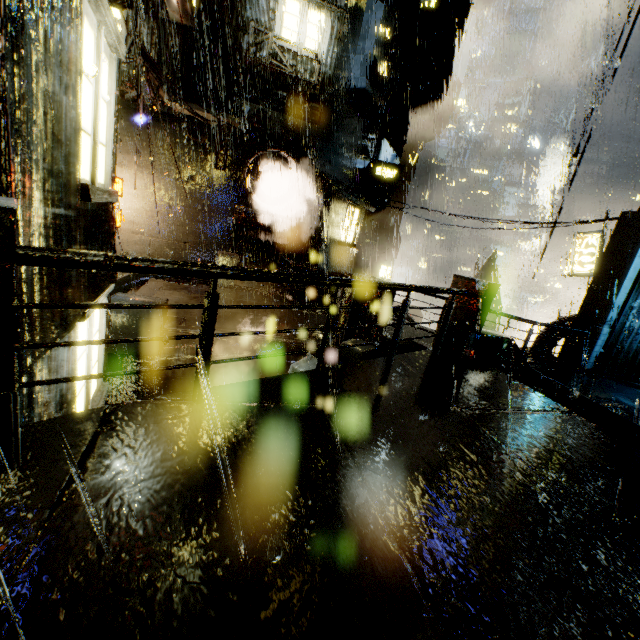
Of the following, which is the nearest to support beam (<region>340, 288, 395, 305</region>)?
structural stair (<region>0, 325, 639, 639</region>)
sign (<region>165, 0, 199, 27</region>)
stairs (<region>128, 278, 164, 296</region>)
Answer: structural stair (<region>0, 325, 639, 639</region>)

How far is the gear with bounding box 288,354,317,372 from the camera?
5.13m

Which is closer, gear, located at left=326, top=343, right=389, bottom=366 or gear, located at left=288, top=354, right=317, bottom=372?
gear, located at left=288, top=354, right=317, bottom=372

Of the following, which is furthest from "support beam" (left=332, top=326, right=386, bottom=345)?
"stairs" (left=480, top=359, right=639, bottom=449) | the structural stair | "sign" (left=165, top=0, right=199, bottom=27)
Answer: "sign" (left=165, top=0, right=199, bottom=27)

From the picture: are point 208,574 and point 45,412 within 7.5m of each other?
yes

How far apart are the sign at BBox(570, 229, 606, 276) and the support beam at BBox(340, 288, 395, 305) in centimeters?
1429cm

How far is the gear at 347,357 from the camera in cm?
566

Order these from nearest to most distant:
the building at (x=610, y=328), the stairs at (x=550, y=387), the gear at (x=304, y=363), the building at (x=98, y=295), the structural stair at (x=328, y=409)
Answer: the structural stair at (x=328, y=409) < the building at (x=98, y=295) < the stairs at (x=550, y=387) < the gear at (x=304, y=363) < the building at (x=610, y=328)
